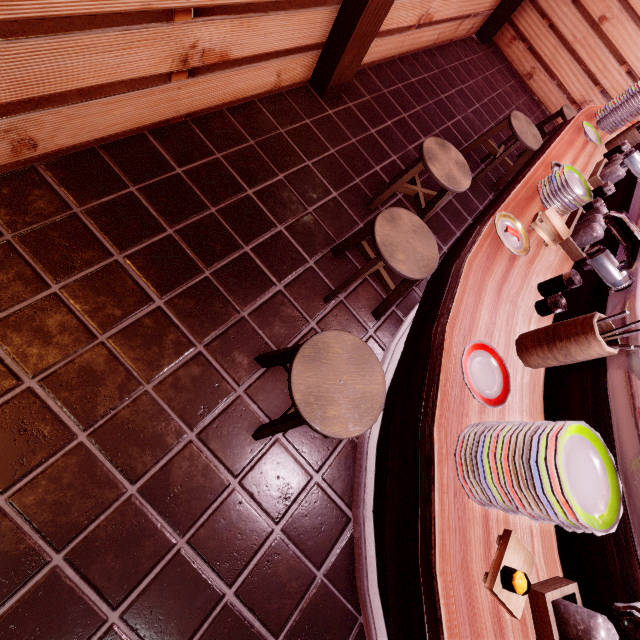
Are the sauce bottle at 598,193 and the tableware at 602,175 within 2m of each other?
yes

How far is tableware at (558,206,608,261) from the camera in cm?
347

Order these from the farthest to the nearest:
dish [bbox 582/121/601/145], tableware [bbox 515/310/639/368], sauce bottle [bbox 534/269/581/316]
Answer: →
dish [bbox 582/121/601/145]
sauce bottle [bbox 534/269/581/316]
tableware [bbox 515/310/639/368]

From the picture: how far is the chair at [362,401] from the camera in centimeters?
247cm

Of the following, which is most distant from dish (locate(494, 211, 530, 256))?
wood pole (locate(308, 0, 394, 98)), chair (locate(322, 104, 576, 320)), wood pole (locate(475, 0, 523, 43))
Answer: wood pole (locate(475, 0, 523, 43))

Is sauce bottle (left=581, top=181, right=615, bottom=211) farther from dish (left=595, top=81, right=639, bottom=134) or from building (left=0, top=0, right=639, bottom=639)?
dish (left=595, top=81, right=639, bottom=134)

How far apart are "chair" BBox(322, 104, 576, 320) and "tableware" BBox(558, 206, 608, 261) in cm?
127

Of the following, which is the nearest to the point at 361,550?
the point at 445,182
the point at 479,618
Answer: the point at 479,618
